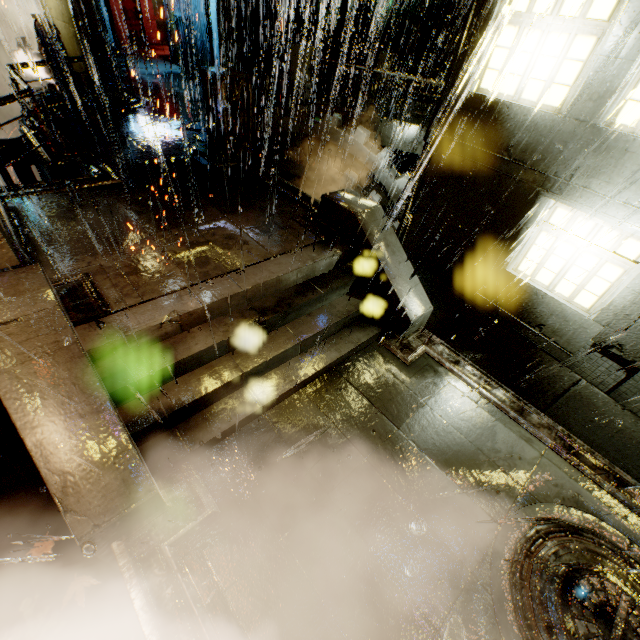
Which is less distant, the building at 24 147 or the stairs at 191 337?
the stairs at 191 337

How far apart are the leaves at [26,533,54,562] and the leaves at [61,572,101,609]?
0.5m

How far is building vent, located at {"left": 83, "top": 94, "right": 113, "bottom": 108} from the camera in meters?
14.9

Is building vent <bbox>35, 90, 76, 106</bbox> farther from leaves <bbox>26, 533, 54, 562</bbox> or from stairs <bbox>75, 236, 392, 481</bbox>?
leaves <bbox>26, 533, 54, 562</bbox>

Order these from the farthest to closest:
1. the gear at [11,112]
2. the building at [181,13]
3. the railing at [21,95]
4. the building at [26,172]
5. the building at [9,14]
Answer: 1. the gear at [11,112]
2. the building at [181,13]
3. the building at [9,14]
4. the building at [26,172]
5. the railing at [21,95]

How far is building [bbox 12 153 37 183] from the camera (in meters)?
10.24

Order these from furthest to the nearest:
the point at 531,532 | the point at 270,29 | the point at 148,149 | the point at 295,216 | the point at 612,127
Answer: the point at 270,29, the point at 148,149, the point at 295,216, the point at 612,127, the point at 531,532

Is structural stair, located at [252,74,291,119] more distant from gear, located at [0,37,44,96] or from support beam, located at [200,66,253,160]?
gear, located at [0,37,44,96]
